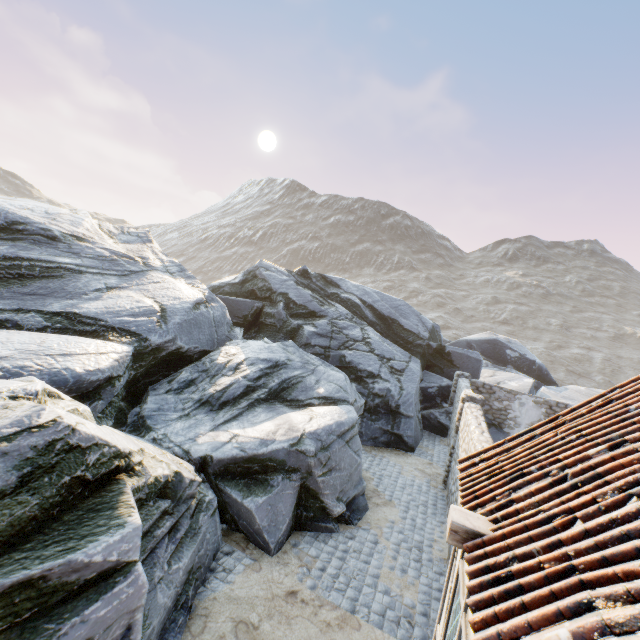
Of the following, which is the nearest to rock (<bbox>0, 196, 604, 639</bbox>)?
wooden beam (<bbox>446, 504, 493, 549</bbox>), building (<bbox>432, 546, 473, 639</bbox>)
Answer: building (<bbox>432, 546, 473, 639</bbox>)

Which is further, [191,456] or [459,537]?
[191,456]

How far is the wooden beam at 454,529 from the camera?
3.4 meters

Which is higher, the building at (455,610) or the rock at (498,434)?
the building at (455,610)

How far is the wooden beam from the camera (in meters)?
3.39

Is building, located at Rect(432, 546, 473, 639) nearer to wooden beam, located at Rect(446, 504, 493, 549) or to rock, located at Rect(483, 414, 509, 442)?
wooden beam, located at Rect(446, 504, 493, 549)
